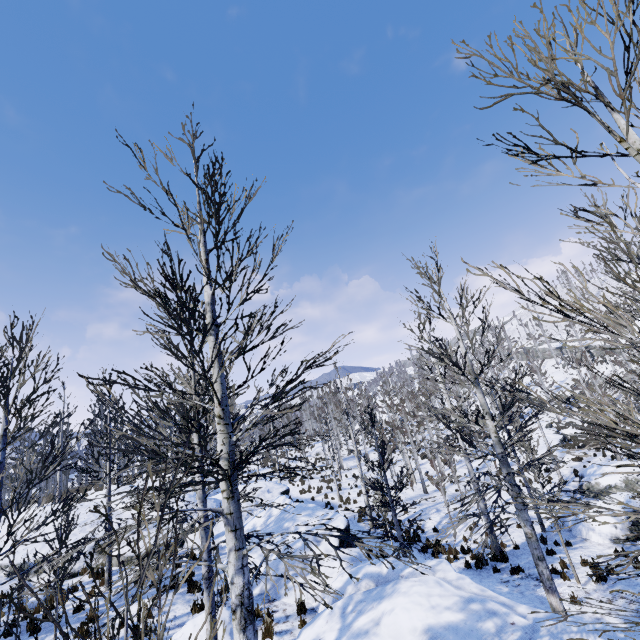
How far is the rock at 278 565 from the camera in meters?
11.2

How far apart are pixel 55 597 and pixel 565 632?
8.6 meters

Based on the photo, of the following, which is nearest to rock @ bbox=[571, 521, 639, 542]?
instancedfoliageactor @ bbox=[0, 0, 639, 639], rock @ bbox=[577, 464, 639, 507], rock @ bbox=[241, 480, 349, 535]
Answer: rock @ bbox=[577, 464, 639, 507]

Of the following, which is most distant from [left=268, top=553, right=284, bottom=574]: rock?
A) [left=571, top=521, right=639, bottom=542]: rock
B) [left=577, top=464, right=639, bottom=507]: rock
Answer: [left=577, top=464, right=639, bottom=507]: rock

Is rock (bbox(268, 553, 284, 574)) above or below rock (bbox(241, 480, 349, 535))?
below

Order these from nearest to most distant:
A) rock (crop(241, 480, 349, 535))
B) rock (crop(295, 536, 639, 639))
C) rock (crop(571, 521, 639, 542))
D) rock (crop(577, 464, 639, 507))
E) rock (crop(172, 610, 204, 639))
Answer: rock (crop(295, 536, 639, 639))
rock (crop(172, 610, 204, 639))
rock (crop(241, 480, 349, 535))
rock (crop(571, 521, 639, 542))
rock (crop(577, 464, 639, 507))

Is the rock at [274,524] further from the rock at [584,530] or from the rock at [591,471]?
the rock at [591,471]
